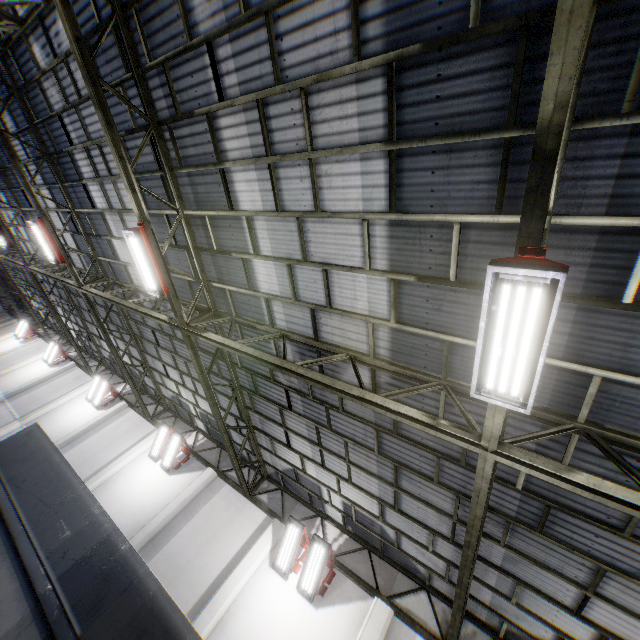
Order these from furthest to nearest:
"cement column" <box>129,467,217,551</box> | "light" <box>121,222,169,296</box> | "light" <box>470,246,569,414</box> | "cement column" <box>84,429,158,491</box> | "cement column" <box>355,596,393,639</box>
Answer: "cement column" <box>84,429,158,491</box> → "cement column" <box>129,467,217,551</box> → "cement column" <box>355,596,393,639</box> → "light" <box>121,222,169,296</box> → "light" <box>470,246,569,414</box>

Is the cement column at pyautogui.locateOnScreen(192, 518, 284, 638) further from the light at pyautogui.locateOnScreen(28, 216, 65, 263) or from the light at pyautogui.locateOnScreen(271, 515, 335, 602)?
the light at pyautogui.locateOnScreen(28, 216, 65, 263)

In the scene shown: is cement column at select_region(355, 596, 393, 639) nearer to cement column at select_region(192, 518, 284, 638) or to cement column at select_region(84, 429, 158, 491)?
cement column at select_region(192, 518, 284, 638)

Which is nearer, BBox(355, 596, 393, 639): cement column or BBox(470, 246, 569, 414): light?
BBox(470, 246, 569, 414): light

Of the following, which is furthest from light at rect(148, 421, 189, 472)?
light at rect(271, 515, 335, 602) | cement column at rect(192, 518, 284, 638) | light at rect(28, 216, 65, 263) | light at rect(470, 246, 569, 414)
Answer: light at rect(470, 246, 569, 414)

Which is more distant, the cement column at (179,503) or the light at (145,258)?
the cement column at (179,503)

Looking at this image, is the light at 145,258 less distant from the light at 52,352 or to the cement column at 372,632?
the cement column at 372,632

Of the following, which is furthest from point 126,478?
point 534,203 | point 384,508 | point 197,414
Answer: point 534,203
